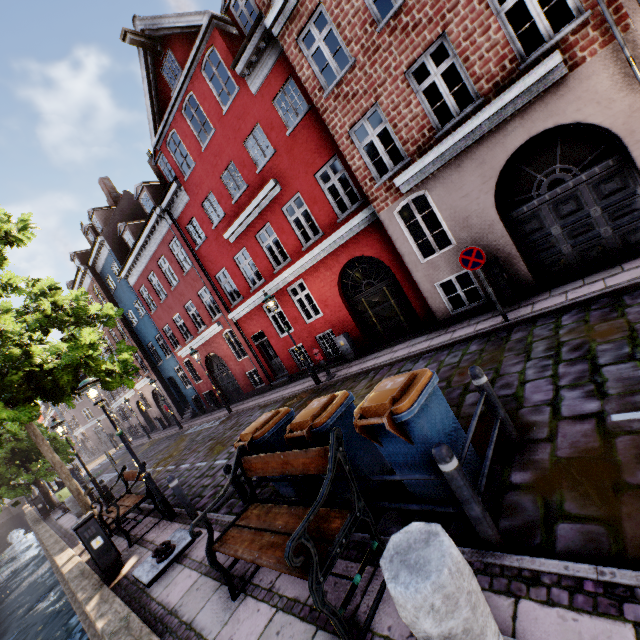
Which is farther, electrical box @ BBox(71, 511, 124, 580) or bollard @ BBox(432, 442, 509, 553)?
electrical box @ BBox(71, 511, 124, 580)

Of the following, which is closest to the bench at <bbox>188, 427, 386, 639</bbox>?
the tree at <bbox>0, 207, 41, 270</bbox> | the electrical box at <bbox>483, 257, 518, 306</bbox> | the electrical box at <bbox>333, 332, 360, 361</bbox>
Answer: the tree at <bbox>0, 207, 41, 270</bbox>

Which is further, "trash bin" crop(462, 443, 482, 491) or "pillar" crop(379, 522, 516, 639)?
"trash bin" crop(462, 443, 482, 491)

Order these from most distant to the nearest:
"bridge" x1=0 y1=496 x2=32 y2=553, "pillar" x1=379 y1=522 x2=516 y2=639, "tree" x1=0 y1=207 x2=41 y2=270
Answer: "bridge" x1=0 y1=496 x2=32 y2=553 < "tree" x1=0 y1=207 x2=41 y2=270 < "pillar" x1=379 y1=522 x2=516 y2=639

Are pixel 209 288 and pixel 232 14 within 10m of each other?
no

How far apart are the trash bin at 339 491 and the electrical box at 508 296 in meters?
5.8 m

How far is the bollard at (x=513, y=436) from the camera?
3.7m

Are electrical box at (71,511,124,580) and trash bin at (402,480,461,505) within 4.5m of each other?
no
